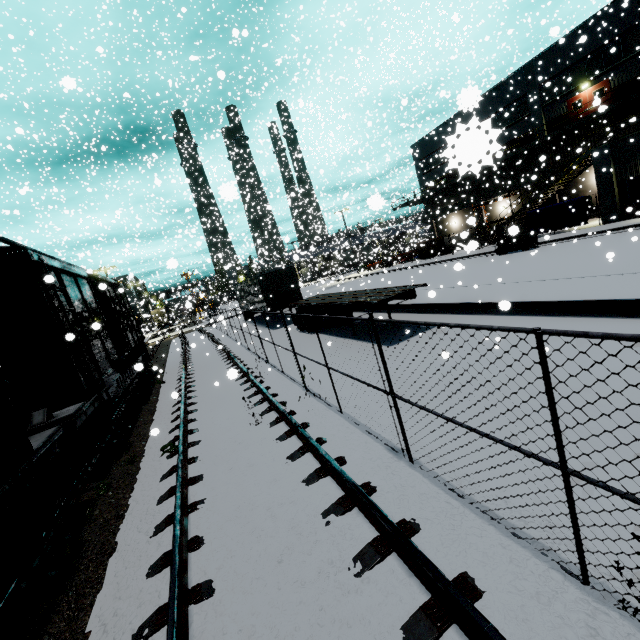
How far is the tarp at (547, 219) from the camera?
22.4 meters

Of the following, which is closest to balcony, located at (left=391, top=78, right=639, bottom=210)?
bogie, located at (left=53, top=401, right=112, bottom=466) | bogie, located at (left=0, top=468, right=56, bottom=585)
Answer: bogie, located at (left=53, top=401, right=112, bottom=466)

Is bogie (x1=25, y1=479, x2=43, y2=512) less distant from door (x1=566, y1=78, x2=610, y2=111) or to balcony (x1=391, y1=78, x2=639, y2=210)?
balcony (x1=391, y1=78, x2=639, y2=210)

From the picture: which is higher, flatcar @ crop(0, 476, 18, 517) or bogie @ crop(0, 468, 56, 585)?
flatcar @ crop(0, 476, 18, 517)

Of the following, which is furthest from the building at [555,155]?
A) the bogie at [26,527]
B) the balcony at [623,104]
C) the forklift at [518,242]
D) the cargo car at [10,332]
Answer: the bogie at [26,527]

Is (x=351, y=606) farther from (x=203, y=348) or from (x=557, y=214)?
(x=557, y=214)

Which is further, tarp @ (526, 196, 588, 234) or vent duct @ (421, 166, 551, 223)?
vent duct @ (421, 166, 551, 223)

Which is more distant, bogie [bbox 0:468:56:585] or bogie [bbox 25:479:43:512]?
bogie [bbox 25:479:43:512]
